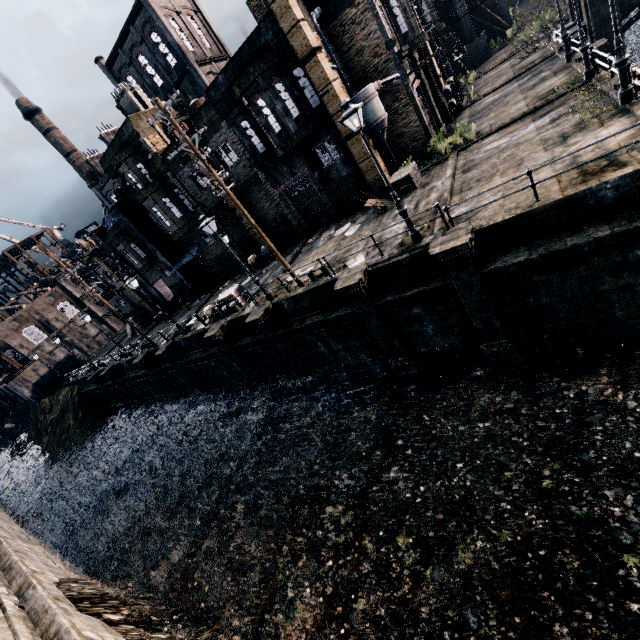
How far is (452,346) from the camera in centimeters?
1506cm

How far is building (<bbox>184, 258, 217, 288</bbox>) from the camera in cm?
3406

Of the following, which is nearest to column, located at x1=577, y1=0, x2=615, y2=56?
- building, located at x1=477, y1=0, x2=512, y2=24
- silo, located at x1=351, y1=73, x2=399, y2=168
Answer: building, located at x1=477, y1=0, x2=512, y2=24

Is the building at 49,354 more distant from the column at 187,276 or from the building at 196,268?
the building at 196,268

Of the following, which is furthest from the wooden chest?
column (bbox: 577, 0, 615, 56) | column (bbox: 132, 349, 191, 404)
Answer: column (bbox: 132, 349, 191, 404)

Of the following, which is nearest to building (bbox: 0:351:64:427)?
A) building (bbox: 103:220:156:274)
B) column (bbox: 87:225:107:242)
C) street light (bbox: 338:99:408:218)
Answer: column (bbox: 87:225:107:242)

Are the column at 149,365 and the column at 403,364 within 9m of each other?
no

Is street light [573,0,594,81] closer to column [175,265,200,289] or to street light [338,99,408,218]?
street light [338,99,408,218]
